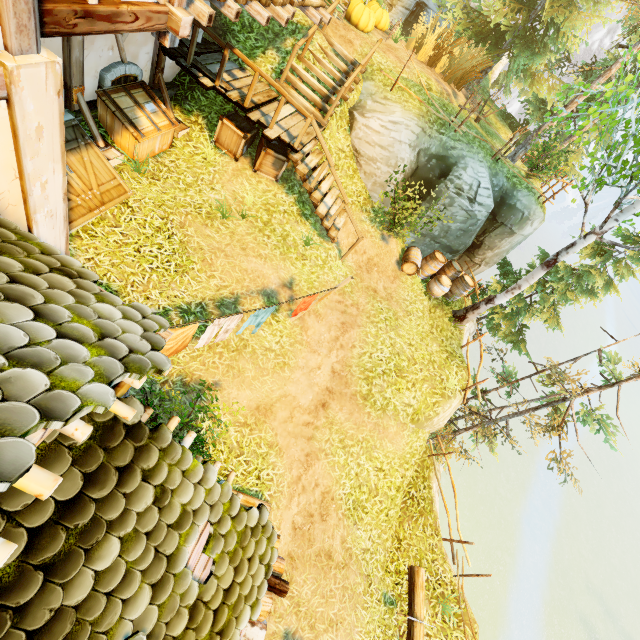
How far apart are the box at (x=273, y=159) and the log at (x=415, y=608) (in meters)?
11.20

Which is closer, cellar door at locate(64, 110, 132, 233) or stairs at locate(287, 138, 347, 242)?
cellar door at locate(64, 110, 132, 233)

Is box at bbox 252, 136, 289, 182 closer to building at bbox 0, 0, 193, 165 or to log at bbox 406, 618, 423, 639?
building at bbox 0, 0, 193, 165

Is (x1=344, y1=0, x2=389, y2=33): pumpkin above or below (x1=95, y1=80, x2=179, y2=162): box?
above

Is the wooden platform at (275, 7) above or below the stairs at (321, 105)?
above

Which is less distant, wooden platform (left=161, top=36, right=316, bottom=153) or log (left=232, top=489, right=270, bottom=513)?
log (left=232, top=489, right=270, bottom=513)

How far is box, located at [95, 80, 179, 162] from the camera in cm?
685

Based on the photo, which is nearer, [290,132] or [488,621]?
[290,132]
